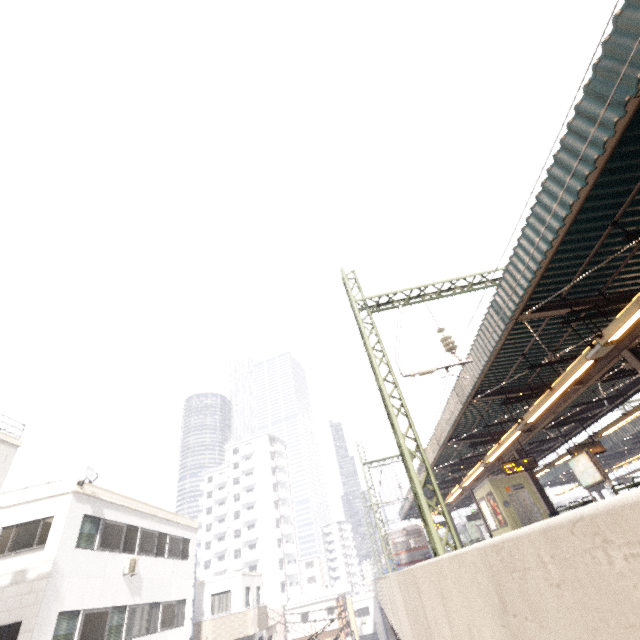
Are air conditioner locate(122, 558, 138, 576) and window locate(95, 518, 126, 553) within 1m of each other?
yes

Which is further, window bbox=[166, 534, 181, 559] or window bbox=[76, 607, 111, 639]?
window bbox=[166, 534, 181, 559]

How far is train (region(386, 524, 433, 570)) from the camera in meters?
26.7

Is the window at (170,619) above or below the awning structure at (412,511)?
below

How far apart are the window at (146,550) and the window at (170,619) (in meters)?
2.09

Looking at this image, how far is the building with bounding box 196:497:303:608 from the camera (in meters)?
52.47

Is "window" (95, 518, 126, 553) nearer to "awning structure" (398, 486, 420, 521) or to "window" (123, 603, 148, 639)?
"window" (123, 603, 148, 639)

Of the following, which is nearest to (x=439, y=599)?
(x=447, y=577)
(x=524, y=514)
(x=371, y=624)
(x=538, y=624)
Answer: (x=447, y=577)
